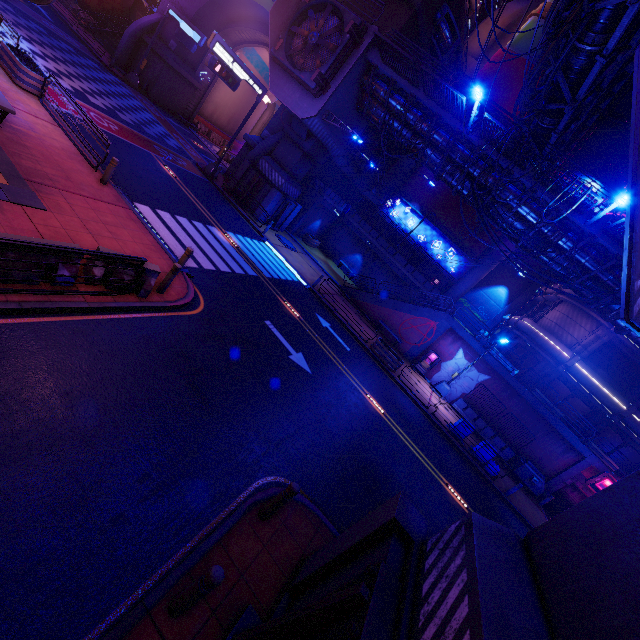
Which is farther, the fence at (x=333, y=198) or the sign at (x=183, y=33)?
A: the fence at (x=333, y=198)

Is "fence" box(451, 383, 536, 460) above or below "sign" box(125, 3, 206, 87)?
below

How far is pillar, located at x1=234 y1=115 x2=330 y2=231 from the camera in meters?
23.1

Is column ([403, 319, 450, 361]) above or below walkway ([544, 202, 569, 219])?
below

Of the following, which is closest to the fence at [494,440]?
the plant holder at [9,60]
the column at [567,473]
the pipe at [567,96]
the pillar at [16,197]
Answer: the column at [567,473]

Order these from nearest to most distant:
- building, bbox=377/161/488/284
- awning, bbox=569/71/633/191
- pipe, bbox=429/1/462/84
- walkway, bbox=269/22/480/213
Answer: awning, bbox=569/71/633/191, walkway, bbox=269/22/480/213, pipe, bbox=429/1/462/84, building, bbox=377/161/488/284

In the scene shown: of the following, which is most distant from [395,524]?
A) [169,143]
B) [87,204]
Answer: [169,143]

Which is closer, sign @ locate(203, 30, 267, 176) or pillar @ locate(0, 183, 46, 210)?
pillar @ locate(0, 183, 46, 210)
